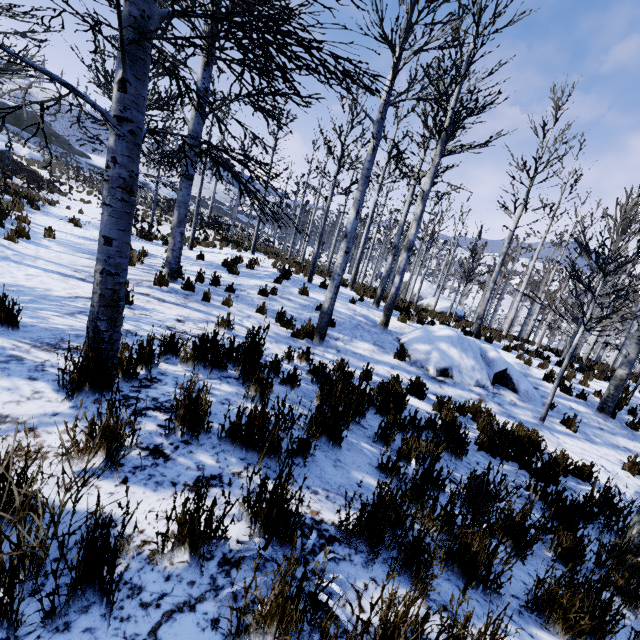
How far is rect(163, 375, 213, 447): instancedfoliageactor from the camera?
2.2 meters

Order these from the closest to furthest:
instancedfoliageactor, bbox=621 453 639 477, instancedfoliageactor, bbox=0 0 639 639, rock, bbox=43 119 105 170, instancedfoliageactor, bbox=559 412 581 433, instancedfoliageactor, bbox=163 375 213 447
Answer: instancedfoliageactor, bbox=0 0 639 639
instancedfoliageactor, bbox=163 375 213 447
instancedfoliageactor, bbox=621 453 639 477
instancedfoliageactor, bbox=559 412 581 433
rock, bbox=43 119 105 170

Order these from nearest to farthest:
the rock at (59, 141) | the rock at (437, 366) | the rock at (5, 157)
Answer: the rock at (437, 366)
the rock at (5, 157)
the rock at (59, 141)

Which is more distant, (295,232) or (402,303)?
(295,232)

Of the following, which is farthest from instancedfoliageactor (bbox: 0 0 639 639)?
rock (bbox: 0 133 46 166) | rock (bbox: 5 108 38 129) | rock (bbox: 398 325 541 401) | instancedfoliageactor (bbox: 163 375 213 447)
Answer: rock (bbox: 5 108 38 129)

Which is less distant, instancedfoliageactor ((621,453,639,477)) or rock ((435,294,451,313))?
instancedfoliageactor ((621,453,639,477))

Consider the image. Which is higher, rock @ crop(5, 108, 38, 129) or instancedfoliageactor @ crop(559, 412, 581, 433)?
rock @ crop(5, 108, 38, 129)

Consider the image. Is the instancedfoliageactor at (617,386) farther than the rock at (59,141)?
No
